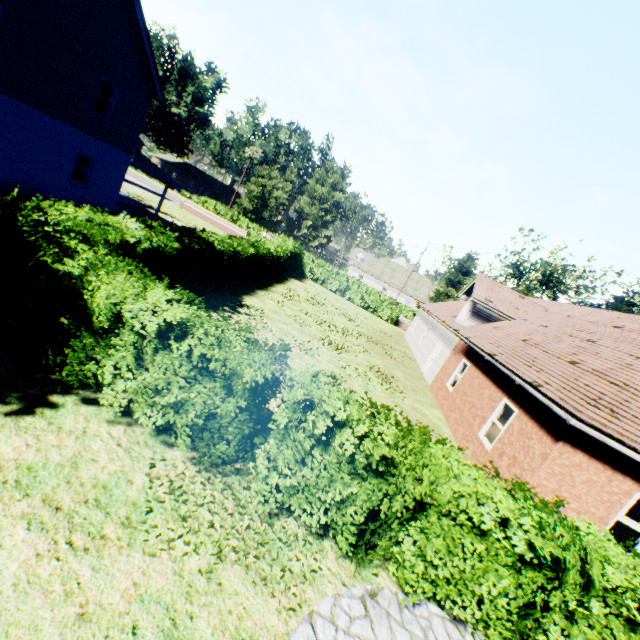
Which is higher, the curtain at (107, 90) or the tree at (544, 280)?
the tree at (544, 280)

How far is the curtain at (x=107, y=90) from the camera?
17.2 meters

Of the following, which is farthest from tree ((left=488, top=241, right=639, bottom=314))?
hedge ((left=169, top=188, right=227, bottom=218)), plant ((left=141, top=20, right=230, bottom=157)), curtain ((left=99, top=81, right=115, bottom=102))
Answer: curtain ((left=99, top=81, right=115, bottom=102))

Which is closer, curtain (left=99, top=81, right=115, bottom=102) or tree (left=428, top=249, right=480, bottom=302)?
curtain (left=99, top=81, right=115, bottom=102)

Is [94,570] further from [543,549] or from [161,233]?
[161,233]

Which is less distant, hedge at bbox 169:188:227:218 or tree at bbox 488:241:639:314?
tree at bbox 488:241:639:314

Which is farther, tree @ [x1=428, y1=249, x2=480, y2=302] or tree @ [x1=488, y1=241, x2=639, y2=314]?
tree @ [x1=428, y1=249, x2=480, y2=302]
